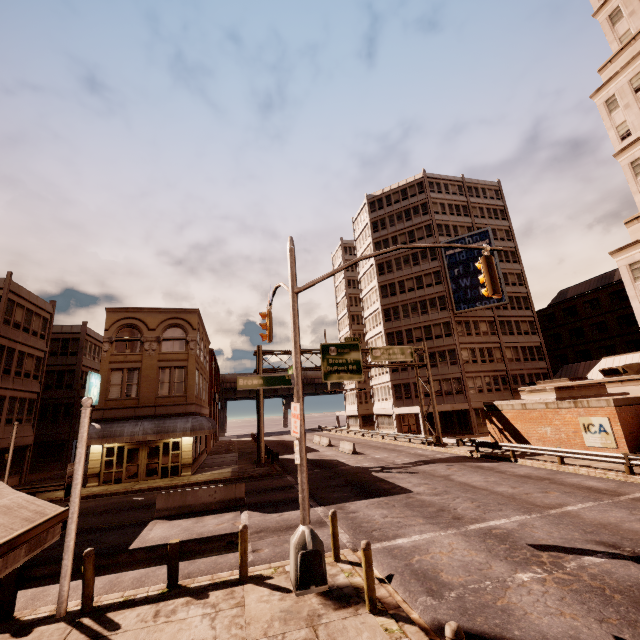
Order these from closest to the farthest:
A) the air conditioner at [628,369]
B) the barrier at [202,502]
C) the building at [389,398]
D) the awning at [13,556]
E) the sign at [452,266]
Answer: the awning at [13,556], the barrier at [202,502], the air conditioner at [628,369], the sign at [452,266], the building at [389,398]

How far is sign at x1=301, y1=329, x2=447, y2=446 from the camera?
30.5m

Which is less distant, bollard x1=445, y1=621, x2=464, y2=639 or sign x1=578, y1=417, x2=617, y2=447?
bollard x1=445, y1=621, x2=464, y2=639

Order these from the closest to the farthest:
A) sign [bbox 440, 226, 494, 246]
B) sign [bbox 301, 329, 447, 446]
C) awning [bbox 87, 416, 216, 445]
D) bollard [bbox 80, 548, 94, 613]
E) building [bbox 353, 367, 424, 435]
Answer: bollard [bbox 80, 548, 94, 613], awning [bbox 87, 416, 216, 445], sign [bbox 301, 329, 447, 446], sign [bbox 440, 226, 494, 246], building [bbox 353, 367, 424, 435]

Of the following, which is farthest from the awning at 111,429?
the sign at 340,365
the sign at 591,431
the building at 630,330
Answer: the building at 630,330

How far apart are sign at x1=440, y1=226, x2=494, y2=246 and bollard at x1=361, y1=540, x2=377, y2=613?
40.05m

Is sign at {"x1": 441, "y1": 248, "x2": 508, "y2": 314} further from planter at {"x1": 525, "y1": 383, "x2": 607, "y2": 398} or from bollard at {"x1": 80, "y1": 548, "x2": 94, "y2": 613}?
bollard at {"x1": 80, "y1": 548, "x2": 94, "y2": 613}

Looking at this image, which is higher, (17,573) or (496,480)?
(17,573)
